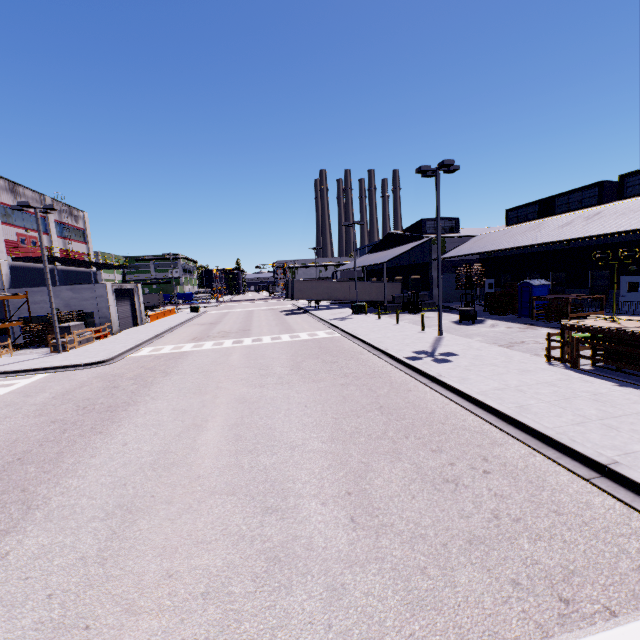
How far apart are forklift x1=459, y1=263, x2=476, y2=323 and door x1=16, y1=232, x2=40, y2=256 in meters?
39.2 m

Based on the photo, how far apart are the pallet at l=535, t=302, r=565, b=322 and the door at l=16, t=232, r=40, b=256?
44.4m

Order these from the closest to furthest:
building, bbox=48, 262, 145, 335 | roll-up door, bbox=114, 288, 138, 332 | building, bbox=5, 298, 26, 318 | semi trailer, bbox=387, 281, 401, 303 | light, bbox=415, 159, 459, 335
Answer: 1. light, bbox=415, 159, 459, 335
2. building, bbox=5, 298, 26, 318
3. building, bbox=48, 262, 145, 335
4. roll-up door, bbox=114, 288, 138, 332
5. semi trailer, bbox=387, 281, 401, 303

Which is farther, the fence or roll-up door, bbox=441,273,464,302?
roll-up door, bbox=441,273,464,302

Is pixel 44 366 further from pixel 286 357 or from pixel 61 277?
pixel 61 277

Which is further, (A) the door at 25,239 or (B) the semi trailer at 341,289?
(B) the semi trailer at 341,289

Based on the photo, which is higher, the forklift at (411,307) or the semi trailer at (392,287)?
the semi trailer at (392,287)

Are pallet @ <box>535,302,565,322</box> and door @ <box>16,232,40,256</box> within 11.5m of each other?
no
